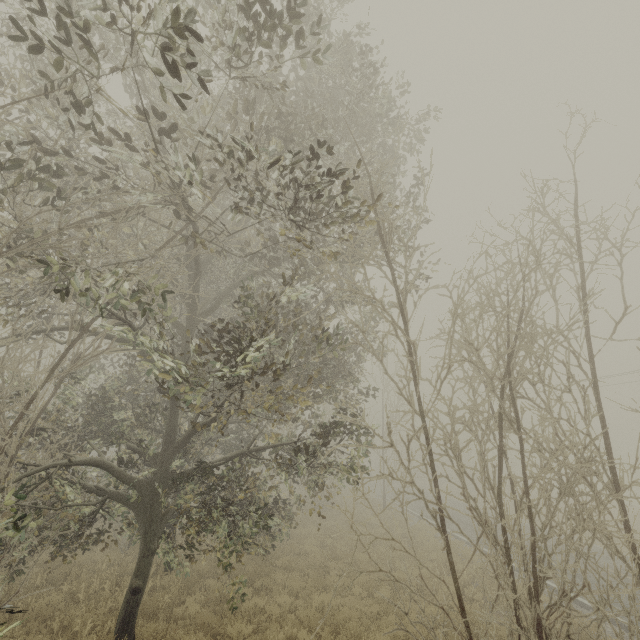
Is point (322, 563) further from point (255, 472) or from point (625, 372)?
point (625, 372)
